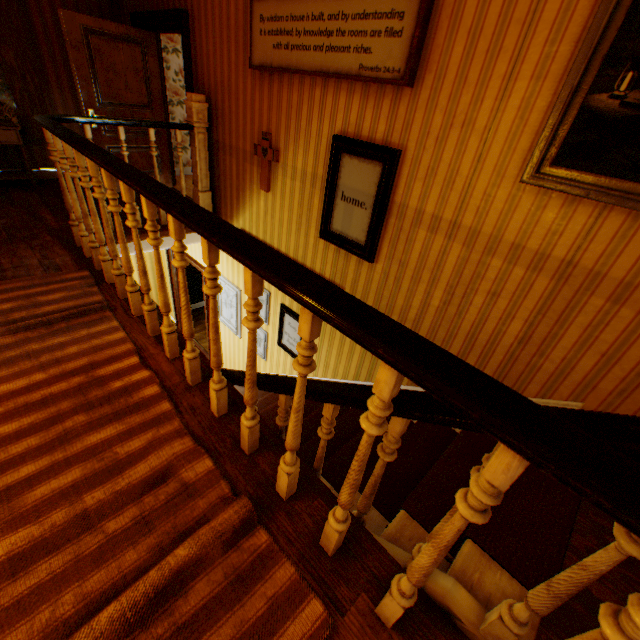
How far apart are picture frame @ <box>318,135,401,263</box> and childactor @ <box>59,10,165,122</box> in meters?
4.0

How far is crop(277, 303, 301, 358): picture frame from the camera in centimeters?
443cm

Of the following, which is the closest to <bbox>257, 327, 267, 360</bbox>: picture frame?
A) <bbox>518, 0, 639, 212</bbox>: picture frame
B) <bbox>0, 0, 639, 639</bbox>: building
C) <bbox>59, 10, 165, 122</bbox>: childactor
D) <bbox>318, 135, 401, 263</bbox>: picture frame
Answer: <bbox>0, 0, 639, 639</bbox>: building

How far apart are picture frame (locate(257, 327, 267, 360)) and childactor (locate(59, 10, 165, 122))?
3.17m

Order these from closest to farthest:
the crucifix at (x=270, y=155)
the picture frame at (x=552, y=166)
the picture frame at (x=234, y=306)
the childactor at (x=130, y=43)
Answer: the picture frame at (x=552, y=166)
the crucifix at (x=270, y=155)
the childactor at (x=130, y=43)
the picture frame at (x=234, y=306)

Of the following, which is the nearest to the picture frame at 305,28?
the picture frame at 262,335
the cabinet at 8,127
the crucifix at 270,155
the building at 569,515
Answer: the building at 569,515

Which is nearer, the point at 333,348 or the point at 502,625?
the point at 502,625

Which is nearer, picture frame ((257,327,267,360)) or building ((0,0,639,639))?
building ((0,0,639,639))
